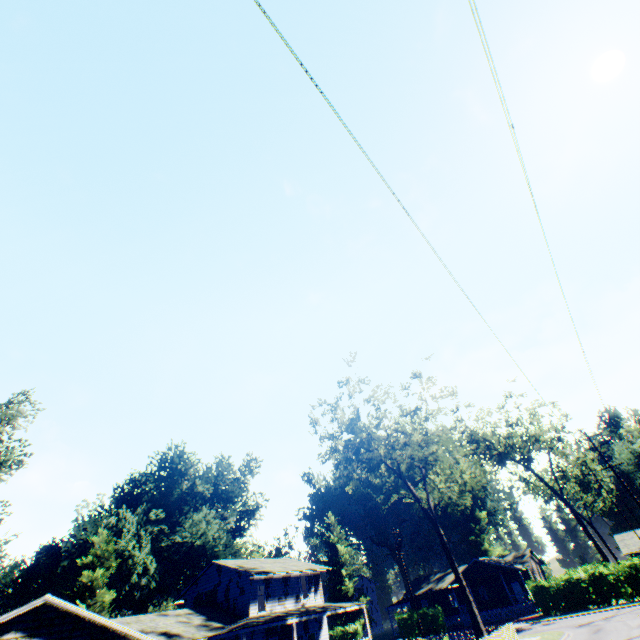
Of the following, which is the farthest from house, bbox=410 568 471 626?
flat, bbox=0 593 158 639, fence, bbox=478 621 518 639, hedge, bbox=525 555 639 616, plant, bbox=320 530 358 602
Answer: flat, bbox=0 593 158 639

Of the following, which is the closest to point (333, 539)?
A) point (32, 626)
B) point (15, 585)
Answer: point (15, 585)

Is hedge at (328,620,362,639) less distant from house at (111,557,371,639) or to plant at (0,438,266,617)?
plant at (0,438,266,617)

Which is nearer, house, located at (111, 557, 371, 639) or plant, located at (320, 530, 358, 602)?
house, located at (111, 557, 371, 639)

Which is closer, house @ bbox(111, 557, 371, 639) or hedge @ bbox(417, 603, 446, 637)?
house @ bbox(111, 557, 371, 639)

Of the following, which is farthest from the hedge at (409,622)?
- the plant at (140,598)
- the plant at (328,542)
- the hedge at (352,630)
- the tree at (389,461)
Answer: the tree at (389,461)

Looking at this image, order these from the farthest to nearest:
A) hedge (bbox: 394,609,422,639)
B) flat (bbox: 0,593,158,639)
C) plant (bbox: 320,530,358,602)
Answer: plant (bbox: 320,530,358,602) → hedge (bbox: 394,609,422,639) → flat (bbox: 0,593,158,639)

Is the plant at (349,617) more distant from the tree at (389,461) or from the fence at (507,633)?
the tree at (389,461)
